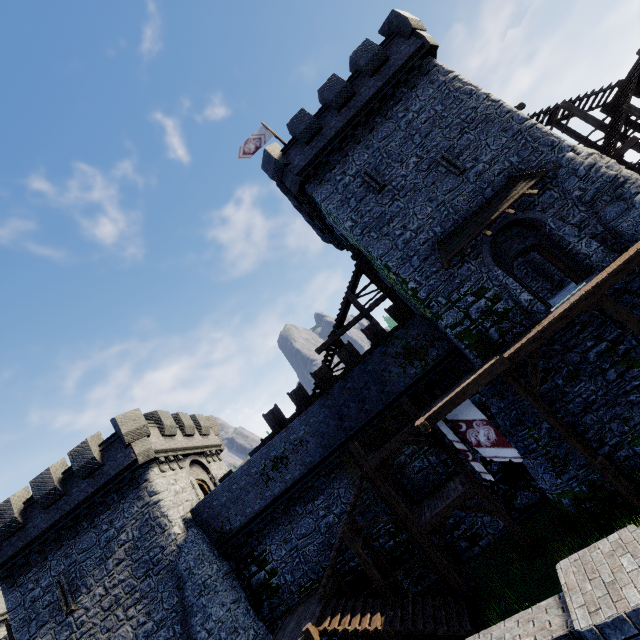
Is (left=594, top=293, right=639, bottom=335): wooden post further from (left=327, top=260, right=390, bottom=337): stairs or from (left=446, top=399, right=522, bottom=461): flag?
(left=327, top=260, right=390, bottom=337): stairs

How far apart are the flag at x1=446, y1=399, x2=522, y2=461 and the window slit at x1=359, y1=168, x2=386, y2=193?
11.3m

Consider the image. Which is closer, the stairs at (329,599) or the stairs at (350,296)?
the stairs at (329,599)

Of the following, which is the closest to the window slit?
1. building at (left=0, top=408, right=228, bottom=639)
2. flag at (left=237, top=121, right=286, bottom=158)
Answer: flag at (left=237, top=121, right=286, bottom=158)

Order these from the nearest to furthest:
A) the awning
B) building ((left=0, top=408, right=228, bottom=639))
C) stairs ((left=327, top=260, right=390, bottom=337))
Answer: the awning → building ((left=0, top=408, right=228, bottom=639)) → stairs ((left=327, top=260, right=390, bottom=337))

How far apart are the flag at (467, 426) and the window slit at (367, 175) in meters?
11.3

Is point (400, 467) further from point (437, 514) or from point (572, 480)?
point (572, 480)

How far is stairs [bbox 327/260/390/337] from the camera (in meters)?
20.33
